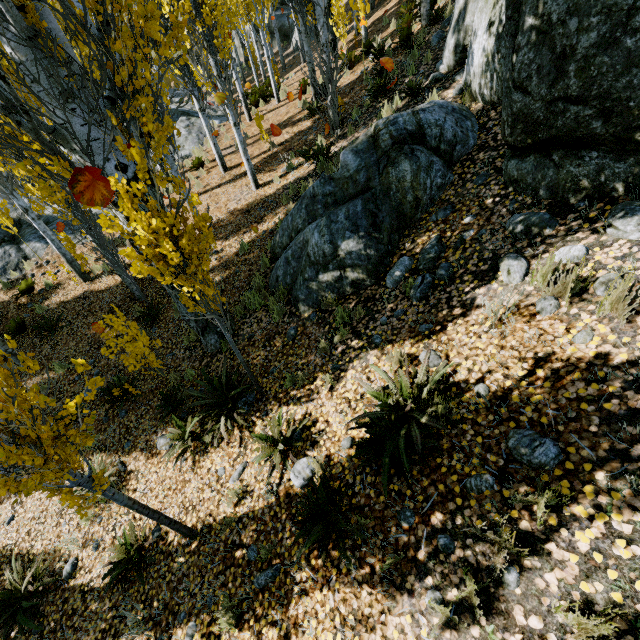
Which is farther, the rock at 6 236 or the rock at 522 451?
the rock at 6 236

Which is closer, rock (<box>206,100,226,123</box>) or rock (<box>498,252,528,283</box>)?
rock (<box>498,252,528,283</box>)

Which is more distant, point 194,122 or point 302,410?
point 194,122

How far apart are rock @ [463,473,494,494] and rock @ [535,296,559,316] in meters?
1.7 m

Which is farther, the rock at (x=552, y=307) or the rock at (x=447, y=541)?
the rock at (x=552, y=307)

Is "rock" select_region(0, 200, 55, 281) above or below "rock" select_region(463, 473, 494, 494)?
below

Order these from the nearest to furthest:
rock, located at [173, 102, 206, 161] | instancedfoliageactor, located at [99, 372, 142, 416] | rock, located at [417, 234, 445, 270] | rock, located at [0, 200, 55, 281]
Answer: rock, located at [417, 234, 445, 270] → instancedfoliageactor, located at [99, 372, 142, 416] → rock, located at [0, 200, 55, 281] → rock, located at [173, 102, 206, 161]

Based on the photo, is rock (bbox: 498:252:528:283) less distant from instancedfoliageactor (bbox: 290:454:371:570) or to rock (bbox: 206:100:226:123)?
instancedfoliageactor (bbox: 290:454:371:570)
